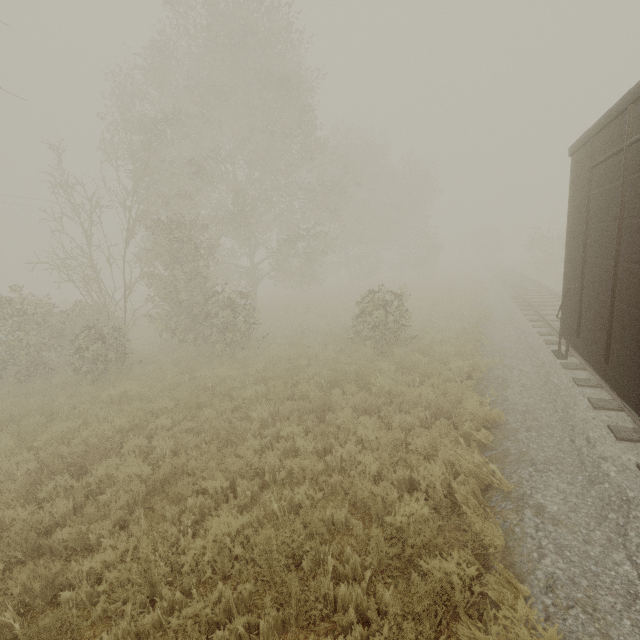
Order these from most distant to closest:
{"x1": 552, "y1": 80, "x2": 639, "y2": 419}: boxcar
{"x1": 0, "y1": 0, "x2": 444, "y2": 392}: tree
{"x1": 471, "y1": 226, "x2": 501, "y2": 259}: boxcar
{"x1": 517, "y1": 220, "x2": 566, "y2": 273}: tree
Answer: {"x1": 471, "y1": 226, "x2": 501, "y2": 259}: boxcar < {"x1": 517, "y1": 220, "x2": 566, "y2": 273}: tree < {"x1": 0, "y1": 0, "x2": 444, "y2": 392}: tree < {"x1": 552, "y1": 80, "x2": 639, "y2": 419}: boxcar

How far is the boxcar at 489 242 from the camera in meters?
47.2

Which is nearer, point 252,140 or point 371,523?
point 371,523

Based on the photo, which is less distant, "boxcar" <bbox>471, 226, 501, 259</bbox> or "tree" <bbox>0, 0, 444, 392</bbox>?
"tree" <bbox>0, 0, 444, 392</bbox>

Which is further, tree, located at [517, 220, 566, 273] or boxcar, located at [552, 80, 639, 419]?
tree, located at [517, 220, 566, 273]

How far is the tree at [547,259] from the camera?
26.80m

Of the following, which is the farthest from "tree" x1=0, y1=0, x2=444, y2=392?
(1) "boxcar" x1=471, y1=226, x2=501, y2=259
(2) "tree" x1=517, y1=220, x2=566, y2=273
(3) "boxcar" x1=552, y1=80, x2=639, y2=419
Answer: (1) "boxcar" x1=471, y1=226, x2=501, y2=259

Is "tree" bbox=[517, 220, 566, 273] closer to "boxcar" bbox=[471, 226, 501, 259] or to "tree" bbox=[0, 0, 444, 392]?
"boxcar" bbox=[471, 226, 501, 259]
